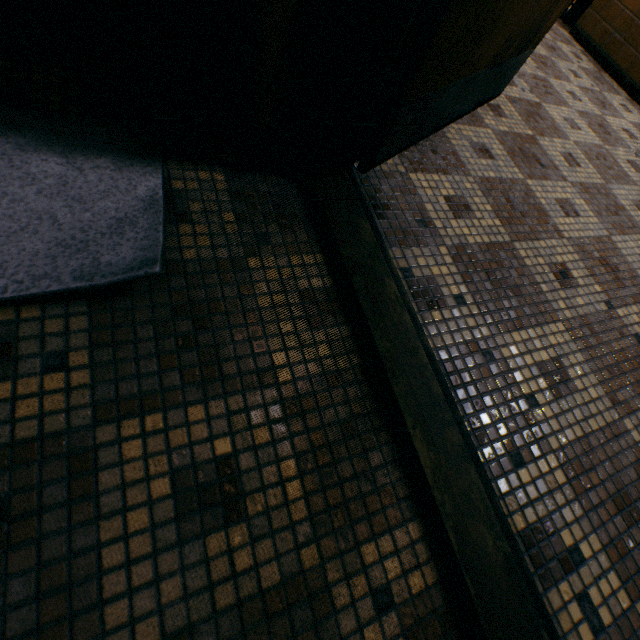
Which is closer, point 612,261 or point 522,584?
point 522,584
